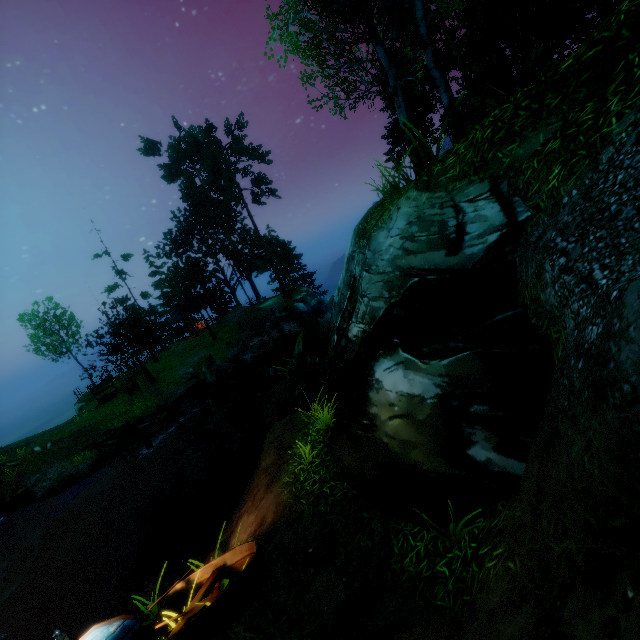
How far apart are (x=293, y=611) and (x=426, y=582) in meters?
1.9 m

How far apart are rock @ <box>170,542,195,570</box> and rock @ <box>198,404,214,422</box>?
→ 10.0 meters

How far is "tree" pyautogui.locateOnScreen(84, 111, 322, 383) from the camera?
26.8 meters

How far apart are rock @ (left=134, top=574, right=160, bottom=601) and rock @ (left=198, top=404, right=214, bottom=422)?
10.6m

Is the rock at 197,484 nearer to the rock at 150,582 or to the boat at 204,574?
the rock at 150,582

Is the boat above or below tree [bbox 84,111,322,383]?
below

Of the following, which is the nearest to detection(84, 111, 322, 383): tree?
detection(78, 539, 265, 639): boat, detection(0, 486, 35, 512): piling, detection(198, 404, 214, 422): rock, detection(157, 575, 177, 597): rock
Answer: detection(198, 404, 214, 422): rock

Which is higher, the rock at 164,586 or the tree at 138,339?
the tree at 138,339
